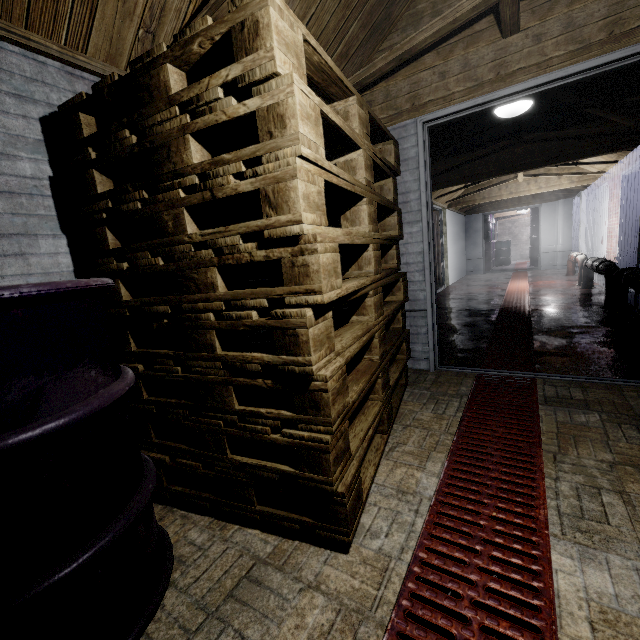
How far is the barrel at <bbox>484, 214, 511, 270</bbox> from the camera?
11.6 meters

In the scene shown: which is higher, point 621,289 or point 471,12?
point 471,12

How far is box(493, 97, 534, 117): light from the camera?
2.97m

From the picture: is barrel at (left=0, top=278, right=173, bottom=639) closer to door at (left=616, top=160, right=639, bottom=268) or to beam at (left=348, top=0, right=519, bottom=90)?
beam at (left=348, top=0, right=519, bottom=90)

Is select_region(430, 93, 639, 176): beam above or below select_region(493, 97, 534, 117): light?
above

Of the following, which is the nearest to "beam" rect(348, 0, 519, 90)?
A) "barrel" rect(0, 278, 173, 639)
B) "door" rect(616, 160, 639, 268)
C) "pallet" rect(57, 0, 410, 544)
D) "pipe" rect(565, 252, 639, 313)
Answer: "pallet" rect(57, 0, 410, 544)

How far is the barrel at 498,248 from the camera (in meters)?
11.55

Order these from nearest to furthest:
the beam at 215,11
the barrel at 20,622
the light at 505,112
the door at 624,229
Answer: the barrel at 20,622 < the beam at 215,11 < the light at 505,112 < the door at 624,229
